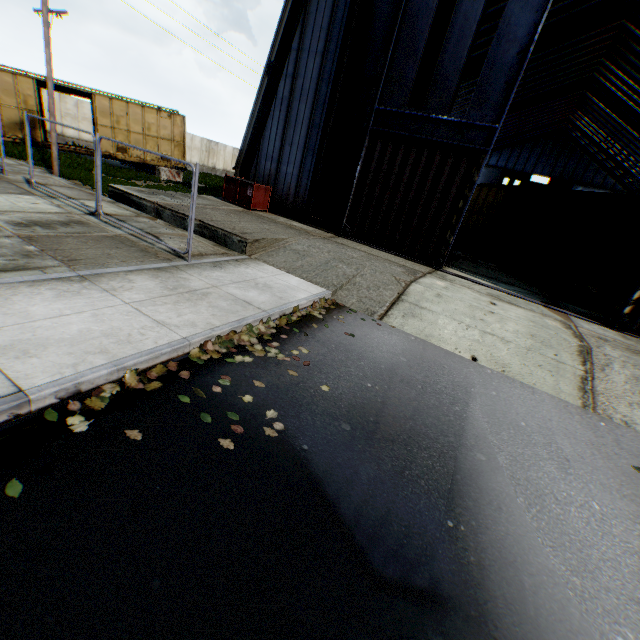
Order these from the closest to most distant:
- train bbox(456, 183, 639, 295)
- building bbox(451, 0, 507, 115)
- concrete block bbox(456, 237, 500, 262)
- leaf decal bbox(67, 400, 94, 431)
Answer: leaf decal bbox(67, 400, 94, 431) → train bbox(456, 183, 639, 295) → building bbox(451, 0, 507, 115) → concrete block bbox(456, 237, 500, 262)

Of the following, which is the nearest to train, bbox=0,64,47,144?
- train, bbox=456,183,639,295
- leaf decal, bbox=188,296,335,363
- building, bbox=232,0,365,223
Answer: building, bbox=232,0,365,223

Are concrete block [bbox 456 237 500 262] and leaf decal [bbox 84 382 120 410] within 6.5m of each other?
no

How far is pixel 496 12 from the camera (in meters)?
19.00

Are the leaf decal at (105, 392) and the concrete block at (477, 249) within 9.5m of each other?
no

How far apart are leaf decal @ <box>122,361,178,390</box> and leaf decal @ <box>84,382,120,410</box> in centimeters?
12cm

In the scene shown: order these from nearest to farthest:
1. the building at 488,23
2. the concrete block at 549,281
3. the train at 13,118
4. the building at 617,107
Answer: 1. the concrete block at 549,281
2. the train at 13,118
3. the building at 488,23
4. the building at 617,107

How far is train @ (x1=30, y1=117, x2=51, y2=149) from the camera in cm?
1808
